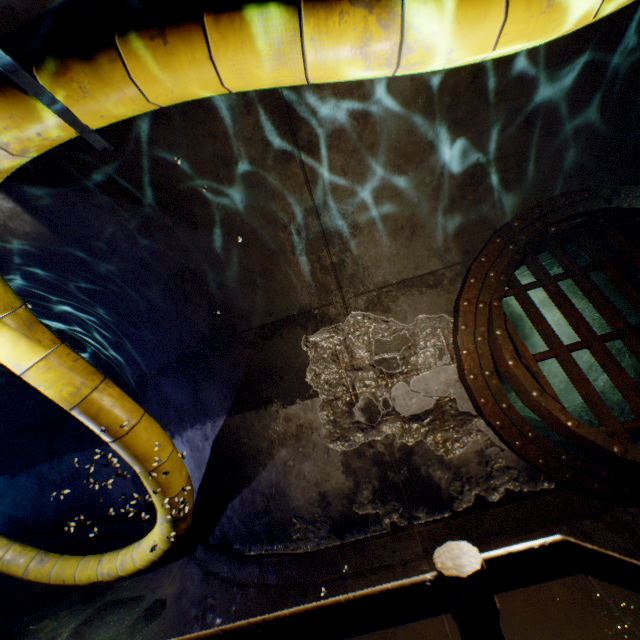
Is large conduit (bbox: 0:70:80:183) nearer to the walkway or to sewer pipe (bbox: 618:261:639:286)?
the walkway

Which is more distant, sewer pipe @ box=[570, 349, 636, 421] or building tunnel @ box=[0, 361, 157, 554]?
building tunnel @ box=[0, 361, 157, 554]

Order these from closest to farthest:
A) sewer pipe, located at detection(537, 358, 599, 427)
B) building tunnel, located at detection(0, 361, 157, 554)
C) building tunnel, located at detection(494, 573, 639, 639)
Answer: building tunnel, located at detection(494, 573, 639, 639) < sewer pipe, located at detection(537, 358, 599, 427) < building tunnel, located at detection(0, 361, 157, 554)

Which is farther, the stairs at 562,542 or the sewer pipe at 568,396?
the sewer pipe at 568,396

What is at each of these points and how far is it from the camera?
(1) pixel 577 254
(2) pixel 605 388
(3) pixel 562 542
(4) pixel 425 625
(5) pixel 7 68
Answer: (1) sewer pipe, 4.47m
(2) sewer pipe, 4.78m
(3) stairs, 0.47m
(4) building tunnel, 2.71m
(5) pipe hanger, 1.55m

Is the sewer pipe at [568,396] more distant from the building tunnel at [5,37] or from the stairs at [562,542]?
the stairs at [562,542]

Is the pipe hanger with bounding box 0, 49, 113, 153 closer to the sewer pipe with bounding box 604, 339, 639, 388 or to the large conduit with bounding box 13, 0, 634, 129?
the large conduit with bounding box 13, 0, 634, 129

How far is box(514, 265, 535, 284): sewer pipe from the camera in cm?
550
